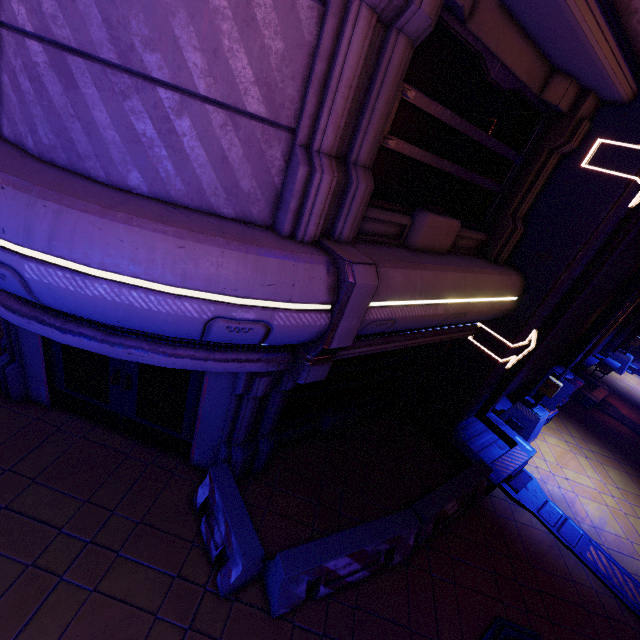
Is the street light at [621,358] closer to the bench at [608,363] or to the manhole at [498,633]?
the bench at [608,363]

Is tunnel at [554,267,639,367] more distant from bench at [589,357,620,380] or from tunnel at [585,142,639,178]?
tunnel at [585,142,639,178]

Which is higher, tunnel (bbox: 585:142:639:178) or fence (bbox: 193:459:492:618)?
tunnel (bbox: 585:142:639:178)

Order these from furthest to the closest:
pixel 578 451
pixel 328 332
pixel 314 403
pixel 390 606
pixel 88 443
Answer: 1. pixel 578 451
2. pixel 314 403
3. pixel 88 443
4. pixel 390 606
5. pixel 328 332

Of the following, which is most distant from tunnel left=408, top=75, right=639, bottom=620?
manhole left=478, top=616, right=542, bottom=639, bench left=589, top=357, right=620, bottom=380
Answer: bench left=589, top=357, right=620, bottom=380

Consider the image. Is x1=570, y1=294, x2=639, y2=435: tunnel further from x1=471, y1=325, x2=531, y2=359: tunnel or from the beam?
x1=471, y1=325, x2=531, y2=359: tunnel

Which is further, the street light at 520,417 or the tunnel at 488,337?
the street light at 520,417

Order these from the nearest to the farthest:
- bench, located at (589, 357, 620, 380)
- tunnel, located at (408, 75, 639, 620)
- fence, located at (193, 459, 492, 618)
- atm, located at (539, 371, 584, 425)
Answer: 1. fence, located at (193, 459, 492, 618)
2. tunnel, located at (408, 75, 639, 620)
3. atm, located at (539, 371, 584, 425)
4. bench, located at (589, 357, 620, 380)
